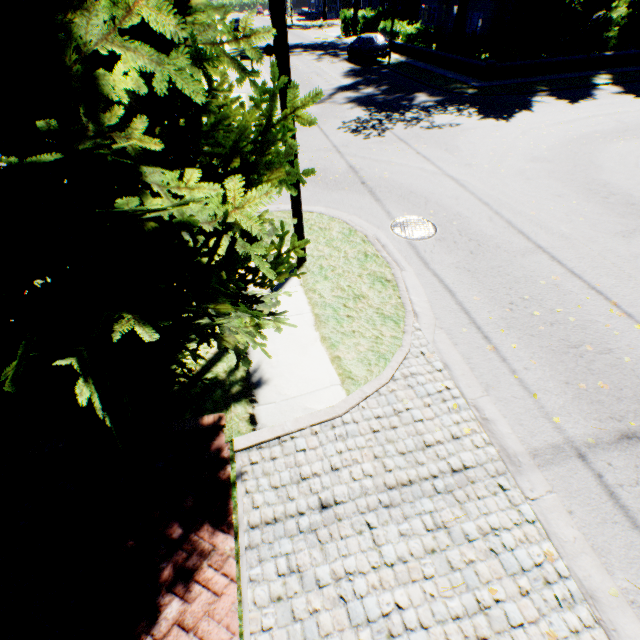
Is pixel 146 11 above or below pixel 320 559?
above

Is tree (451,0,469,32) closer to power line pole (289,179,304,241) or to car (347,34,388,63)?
power line pole (289,179,304,241)

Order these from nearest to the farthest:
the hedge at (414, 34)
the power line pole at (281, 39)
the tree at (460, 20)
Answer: the power line pole at (281, 39) → the hedge at (414, 34) → the tree at (460, 20)

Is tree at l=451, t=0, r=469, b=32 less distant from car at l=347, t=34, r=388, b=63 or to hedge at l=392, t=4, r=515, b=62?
hedge at l=392, t=4, r=515, b=62

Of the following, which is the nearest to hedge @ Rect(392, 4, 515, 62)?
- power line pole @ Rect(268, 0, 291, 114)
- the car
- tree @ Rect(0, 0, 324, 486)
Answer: tree @ Rect(0, 0, 324, 486)

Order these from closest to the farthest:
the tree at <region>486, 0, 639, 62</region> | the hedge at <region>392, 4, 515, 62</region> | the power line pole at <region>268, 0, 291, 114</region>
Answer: the power line pole at <region>268, 0, 291, 114</region>, the tree at <region>486, 0, 639, 62</region>, the hedge at <region>392, 4, 515, 62</region>

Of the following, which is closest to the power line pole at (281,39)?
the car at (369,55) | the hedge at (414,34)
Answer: the car at (369,55)
